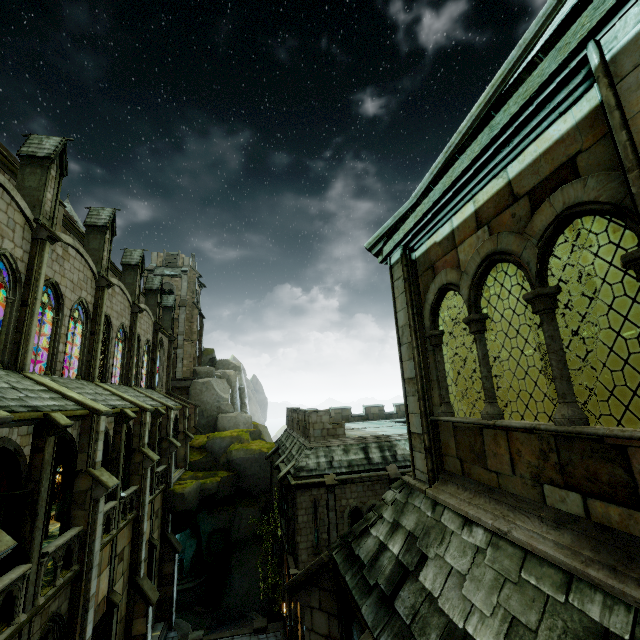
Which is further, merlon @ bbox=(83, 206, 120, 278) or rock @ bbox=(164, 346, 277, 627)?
rock @ bbox=(164, 346, 277, 627)

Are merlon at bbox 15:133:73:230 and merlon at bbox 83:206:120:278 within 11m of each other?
yes

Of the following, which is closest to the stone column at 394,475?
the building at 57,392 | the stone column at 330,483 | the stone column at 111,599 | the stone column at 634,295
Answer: the stone column at 330,483

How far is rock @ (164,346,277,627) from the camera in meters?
24.5 m

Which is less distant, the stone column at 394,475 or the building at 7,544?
the building at 7,544

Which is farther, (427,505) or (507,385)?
(427,505)

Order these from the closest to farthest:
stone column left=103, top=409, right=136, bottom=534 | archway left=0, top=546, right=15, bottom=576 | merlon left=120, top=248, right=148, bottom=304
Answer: archway left=0, top=546, right=15, bottom=576
stone column left=103, top=409, right=136, bottom=534
merlon left=120, top=248, right=148, bottom=304

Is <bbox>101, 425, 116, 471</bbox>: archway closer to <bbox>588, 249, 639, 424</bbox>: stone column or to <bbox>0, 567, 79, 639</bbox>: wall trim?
<bbox>0, 567, 79, 639</bbox>: wall trim
